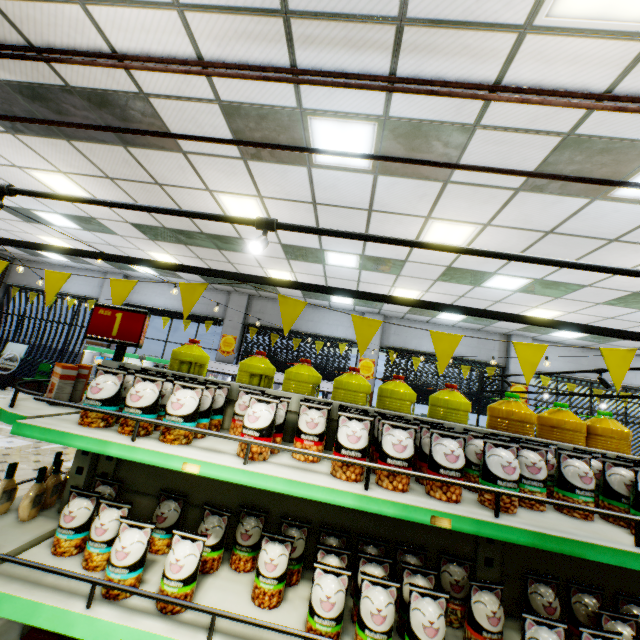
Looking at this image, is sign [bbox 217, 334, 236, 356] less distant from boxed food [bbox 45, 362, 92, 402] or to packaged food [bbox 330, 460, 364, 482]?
boxed food [bbox 45, 362, 92, 402]

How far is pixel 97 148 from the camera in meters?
4.7 m

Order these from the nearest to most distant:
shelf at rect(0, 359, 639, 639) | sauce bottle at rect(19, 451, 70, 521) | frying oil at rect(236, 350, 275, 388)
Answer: shelf at rect(0, 359, 639, 639), sauce bottle at rect(19, 451, 70, 521), frying oil at rect(236, 350, 275, 388)

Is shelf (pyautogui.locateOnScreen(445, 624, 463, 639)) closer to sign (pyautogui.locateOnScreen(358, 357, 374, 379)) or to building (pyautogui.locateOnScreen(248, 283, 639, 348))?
building (pyautogui.locateOnScreen(248, 283, 639, 348))

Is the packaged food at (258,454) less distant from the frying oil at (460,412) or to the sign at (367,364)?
the frying oil at (460,412)

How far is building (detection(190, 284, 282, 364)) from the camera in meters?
11.7 m

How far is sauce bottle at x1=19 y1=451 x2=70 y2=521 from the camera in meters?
1.6 m

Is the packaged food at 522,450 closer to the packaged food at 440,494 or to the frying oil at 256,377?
the packaged food at 440,494
